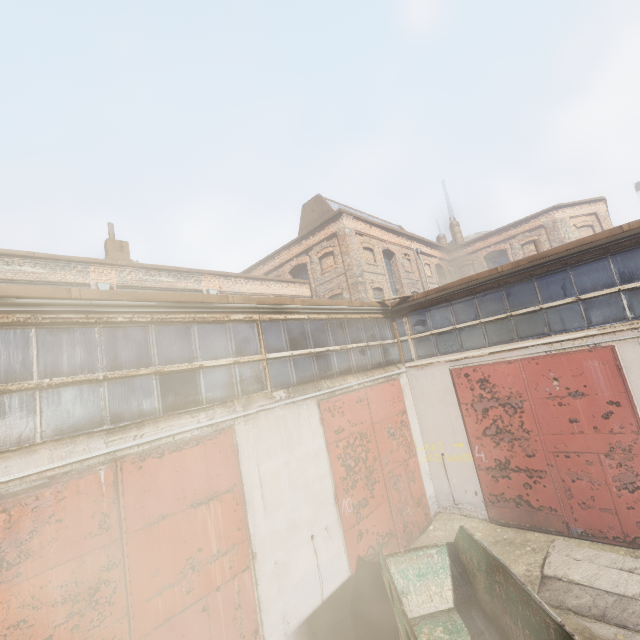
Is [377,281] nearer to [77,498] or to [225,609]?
[225,609]
